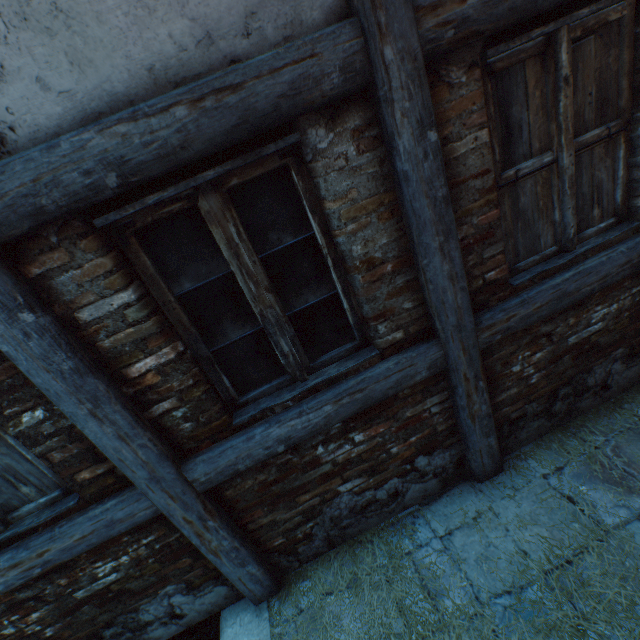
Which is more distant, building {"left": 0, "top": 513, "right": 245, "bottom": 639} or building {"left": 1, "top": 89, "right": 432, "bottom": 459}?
building {"left": 0, "top": 513, "right": 245, "bottom": 639}

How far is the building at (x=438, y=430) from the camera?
2.2 meters

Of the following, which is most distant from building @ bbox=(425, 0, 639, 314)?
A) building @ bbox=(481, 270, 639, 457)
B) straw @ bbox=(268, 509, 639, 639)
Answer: straw @ bbox=(268, 509, 639, 639)

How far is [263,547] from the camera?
2.4 meters

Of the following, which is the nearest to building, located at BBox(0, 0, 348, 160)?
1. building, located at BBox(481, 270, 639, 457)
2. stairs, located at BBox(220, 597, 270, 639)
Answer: stairs, located at BBox(220, 597, 270, 639)

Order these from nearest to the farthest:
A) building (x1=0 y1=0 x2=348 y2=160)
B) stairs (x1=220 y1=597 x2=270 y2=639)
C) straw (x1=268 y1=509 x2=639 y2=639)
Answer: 1. building (x1=0 y1=0 x2=348 y2=160)
2. straw (x1=268 y1=509 x2=639 y2=639)
3. stairs (x1=220 y1=597 x2=270 y2=639)

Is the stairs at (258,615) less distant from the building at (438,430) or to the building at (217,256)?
the building at (438,430)

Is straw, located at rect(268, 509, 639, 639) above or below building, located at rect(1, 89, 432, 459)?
below
